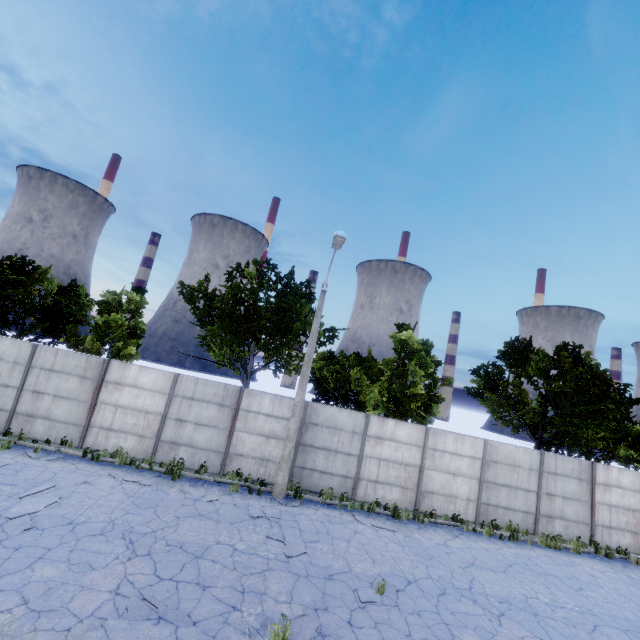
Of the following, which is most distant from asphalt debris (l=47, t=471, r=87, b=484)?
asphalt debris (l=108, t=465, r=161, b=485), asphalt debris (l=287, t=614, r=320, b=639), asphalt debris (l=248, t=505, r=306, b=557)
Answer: → asphalt debris (l=287, t=614, r=320, b=639)

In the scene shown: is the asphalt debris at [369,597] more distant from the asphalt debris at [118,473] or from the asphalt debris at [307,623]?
the asphalt debris at [118,473]

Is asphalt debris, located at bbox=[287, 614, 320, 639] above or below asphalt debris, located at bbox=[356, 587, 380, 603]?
above

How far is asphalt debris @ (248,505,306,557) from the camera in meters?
9.0 m

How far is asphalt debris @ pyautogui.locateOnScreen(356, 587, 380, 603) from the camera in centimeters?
749cm

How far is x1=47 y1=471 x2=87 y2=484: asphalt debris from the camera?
10.00m

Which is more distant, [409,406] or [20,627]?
[409,406]

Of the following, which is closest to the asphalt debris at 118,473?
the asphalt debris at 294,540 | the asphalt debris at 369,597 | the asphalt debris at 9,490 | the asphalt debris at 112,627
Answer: the asphalt debris at 9,490
